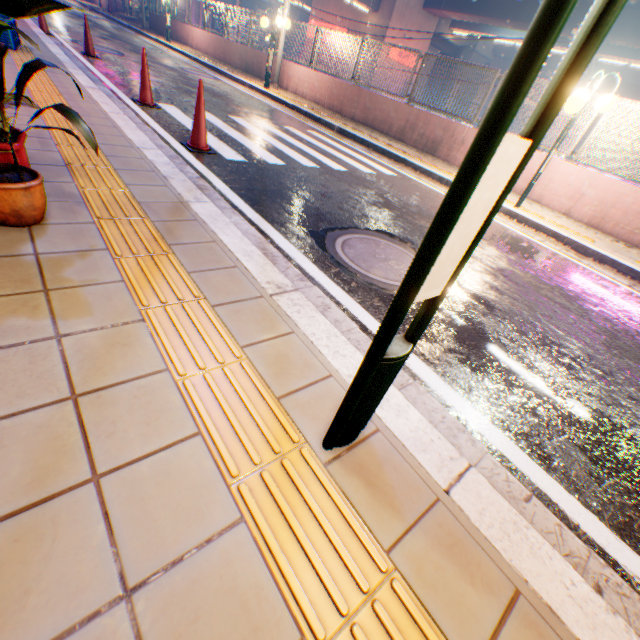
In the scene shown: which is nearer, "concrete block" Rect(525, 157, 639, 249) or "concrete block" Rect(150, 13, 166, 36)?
"concrete block" Rect(525, 157, 639, 249)

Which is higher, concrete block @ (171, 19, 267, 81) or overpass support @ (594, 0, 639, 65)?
overpass support @ (594, 0, 639, 65)

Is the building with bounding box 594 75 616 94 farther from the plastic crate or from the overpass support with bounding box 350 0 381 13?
the plastic crate

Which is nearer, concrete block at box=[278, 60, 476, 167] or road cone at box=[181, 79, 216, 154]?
road cone at box=[181, 79, 216, 154]

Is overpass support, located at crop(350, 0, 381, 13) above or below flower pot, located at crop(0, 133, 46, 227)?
above

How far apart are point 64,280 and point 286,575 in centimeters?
168cm

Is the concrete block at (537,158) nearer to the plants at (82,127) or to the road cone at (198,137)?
the road cone at (198,137)

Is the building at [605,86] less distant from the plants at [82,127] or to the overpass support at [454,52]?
the overpass support at [454,52]
